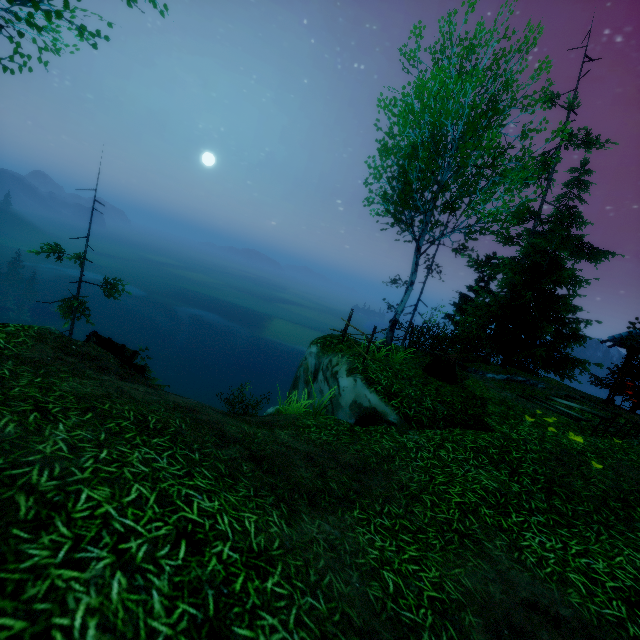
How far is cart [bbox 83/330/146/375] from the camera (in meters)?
9.32

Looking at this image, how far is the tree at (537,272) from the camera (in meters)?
8.64

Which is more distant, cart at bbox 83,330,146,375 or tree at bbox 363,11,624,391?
cart at bbox 83,330,146,375

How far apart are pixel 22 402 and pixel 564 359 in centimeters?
2447cm

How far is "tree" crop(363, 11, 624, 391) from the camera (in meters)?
8.64

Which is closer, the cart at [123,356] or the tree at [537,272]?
the tree at [537,272]

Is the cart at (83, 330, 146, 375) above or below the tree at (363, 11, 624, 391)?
below
